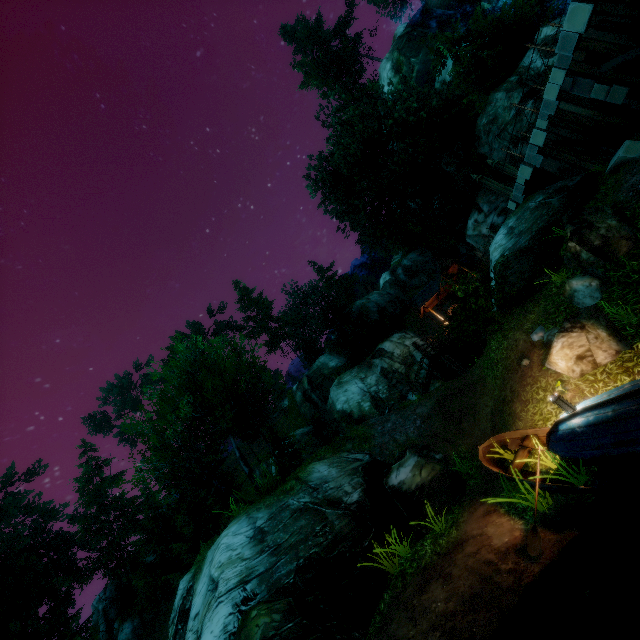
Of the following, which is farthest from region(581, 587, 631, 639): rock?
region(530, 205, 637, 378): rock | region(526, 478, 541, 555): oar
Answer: region(530, 205, 637, 378): rock

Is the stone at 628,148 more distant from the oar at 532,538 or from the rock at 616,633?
the rock at 616,633

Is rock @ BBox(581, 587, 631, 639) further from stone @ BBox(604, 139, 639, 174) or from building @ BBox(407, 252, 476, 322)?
building @ BBox(407, 252, 476, 322)

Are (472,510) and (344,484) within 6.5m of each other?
yes

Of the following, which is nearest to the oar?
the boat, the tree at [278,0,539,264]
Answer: the boat

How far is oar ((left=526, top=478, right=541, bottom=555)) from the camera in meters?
6.1

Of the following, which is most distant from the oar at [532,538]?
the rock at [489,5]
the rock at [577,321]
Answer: the rock at [489,5]

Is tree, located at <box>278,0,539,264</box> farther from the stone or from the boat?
the stone
